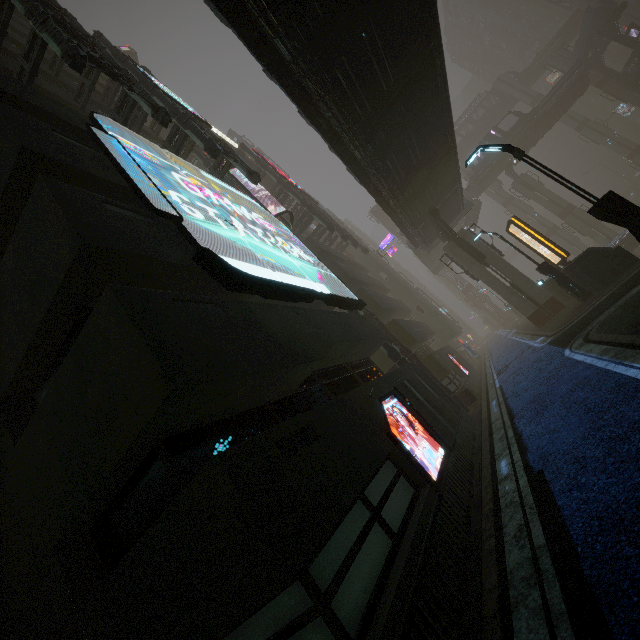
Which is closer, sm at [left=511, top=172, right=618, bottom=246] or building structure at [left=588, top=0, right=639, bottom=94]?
building structure at [left=588, top=0, right=639, bottom=94]

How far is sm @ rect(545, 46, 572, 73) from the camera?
45.84m

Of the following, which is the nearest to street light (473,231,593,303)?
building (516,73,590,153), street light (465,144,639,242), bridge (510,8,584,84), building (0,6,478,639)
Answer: building (0,6,478,639)

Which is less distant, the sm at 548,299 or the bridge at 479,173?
the sm at 548,299

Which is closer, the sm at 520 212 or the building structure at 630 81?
the building structure at 630 81

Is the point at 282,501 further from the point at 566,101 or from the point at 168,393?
the point at 566,101
